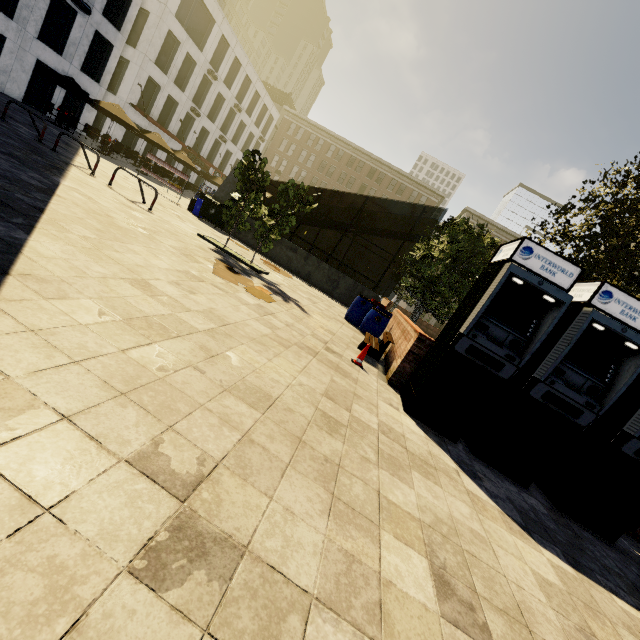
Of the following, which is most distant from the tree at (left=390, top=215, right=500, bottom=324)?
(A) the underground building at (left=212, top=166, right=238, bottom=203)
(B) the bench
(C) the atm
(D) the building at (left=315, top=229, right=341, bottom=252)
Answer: (D) the building at (left=315, top=229, right=341, bottom=252)

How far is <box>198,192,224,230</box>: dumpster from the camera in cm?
1565

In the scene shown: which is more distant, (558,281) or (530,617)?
(558,281)

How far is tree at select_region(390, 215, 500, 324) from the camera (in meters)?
12.26

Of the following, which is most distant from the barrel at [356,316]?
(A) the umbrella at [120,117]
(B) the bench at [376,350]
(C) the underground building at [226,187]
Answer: (A) the umbrella at [120,117]

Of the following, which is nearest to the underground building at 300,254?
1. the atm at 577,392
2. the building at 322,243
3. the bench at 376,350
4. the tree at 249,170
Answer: the tree at 249,170

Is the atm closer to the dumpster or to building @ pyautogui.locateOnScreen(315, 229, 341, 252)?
the dumpster

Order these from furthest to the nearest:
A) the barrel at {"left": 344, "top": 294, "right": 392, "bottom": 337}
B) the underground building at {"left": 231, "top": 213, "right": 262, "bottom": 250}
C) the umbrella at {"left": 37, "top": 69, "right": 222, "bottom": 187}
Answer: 1. the umbrella at {"left": 37, "top": 69, "right": 222, "bottom": 187}
2. the underground building at {"left": 231, "top": 213, "right": 262, "bottom": 250}
3. the barrel at {"left": 344, "top": 294, "right": 392, "bottom": 337}
